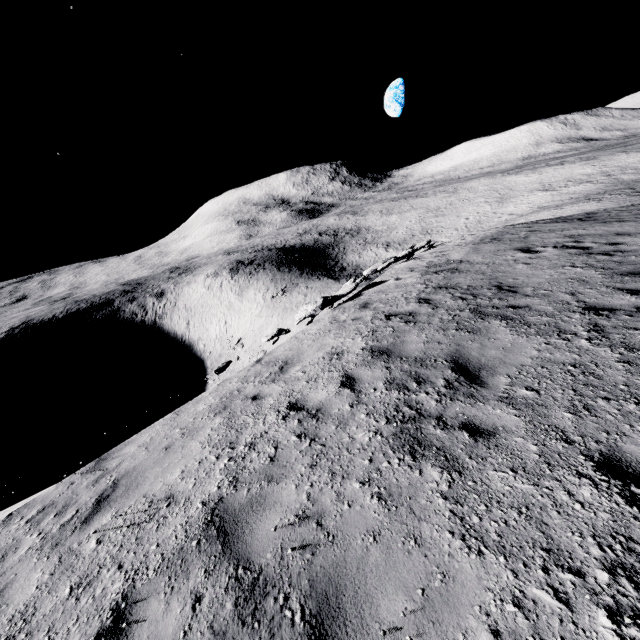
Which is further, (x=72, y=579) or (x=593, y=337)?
(x=593, y=337)
